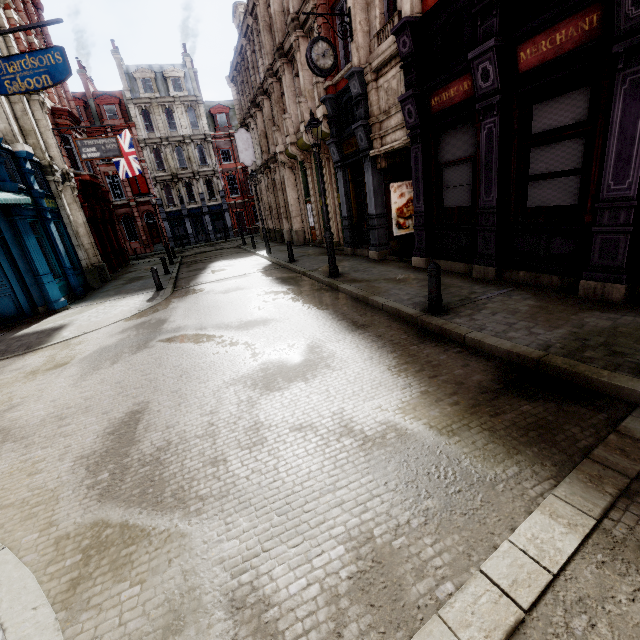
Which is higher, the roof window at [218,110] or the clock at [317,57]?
the roof window at [218,110]

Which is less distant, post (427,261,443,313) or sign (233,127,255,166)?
post (427,261,443,313)

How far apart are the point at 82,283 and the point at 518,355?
18.7 meters

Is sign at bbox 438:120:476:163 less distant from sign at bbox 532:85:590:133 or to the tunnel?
the tunnel

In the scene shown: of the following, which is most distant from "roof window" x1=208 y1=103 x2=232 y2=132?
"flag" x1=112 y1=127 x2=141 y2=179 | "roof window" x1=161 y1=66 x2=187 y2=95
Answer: "flag" x1=112 y1=127 x2=141 y2=179

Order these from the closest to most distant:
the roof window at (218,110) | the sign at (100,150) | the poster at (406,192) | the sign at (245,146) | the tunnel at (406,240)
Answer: the tunnel at (406,240), the poster at (406,192), the sign at (100,150), the sign at (245,146), the roof window at (218,110)

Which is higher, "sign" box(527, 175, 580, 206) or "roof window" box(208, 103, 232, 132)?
"roof window" box(208, 103, 232, 132)

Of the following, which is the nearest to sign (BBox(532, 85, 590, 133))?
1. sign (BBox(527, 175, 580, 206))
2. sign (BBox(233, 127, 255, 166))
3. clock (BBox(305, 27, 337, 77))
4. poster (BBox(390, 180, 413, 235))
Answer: sign (BBox(527, 175, 580, 206))
